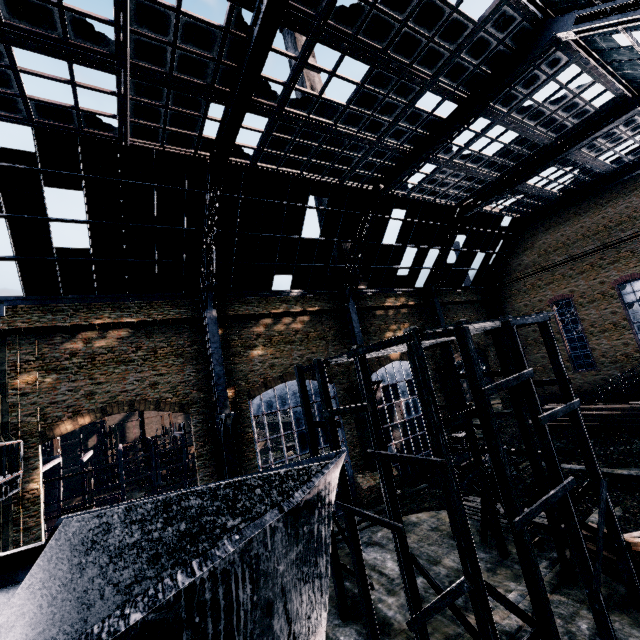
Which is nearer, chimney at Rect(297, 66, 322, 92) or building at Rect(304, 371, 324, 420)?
building at Rect(304, 371, 324, 420)

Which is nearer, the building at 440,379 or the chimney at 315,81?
the building at 440,379

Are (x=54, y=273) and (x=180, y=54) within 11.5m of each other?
no

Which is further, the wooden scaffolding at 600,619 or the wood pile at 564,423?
the wood pile at 564,423

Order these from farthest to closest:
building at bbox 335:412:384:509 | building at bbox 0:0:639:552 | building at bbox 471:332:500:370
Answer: building at bbox 471:332:500:370 < building at bbox 335:412:384:509 < building at bbox 0:0:639:552

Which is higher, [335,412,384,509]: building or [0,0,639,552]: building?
[0,0,639,552]: building

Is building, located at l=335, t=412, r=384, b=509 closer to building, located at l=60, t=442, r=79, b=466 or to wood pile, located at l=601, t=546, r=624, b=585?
wood pile, located at l=601, t=546, r=624, b=585

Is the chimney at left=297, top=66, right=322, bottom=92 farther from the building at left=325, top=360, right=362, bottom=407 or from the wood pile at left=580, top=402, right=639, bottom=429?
the wood pile at left=580, top=402, right=639, bottom=429
